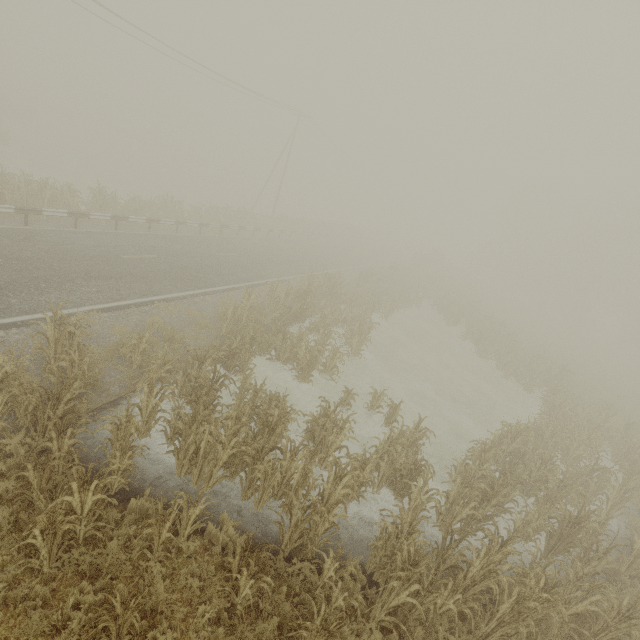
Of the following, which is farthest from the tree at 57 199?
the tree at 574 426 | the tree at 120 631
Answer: the tree at 120 631

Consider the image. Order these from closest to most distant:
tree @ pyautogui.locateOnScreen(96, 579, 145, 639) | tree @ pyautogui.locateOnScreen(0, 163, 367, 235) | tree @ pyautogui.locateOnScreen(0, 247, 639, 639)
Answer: tree @ pyautogui.locateOnScreen(96, 579, 145, 639)
tree @ pyautogui.locateOnScreen(0, 247, 639, 639)
tree @ pyautogui.locateOnScreen(0, 163, 367, 235)

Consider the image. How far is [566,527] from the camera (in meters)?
8.00

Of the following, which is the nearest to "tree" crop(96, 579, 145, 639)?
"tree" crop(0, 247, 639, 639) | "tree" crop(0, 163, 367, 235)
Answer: "tree" crop(0, 247, 639, 639)

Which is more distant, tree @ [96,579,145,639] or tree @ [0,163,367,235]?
tree @ [0,163,367,235]

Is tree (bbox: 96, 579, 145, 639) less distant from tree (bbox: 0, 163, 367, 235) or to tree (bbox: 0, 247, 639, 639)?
tree (bbox: 0, 247, 639, 639)

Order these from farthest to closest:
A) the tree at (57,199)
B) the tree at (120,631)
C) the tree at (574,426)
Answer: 1. the tree at (57,199)
2. the tree at (574,426)
3. the tree at (120,631)
